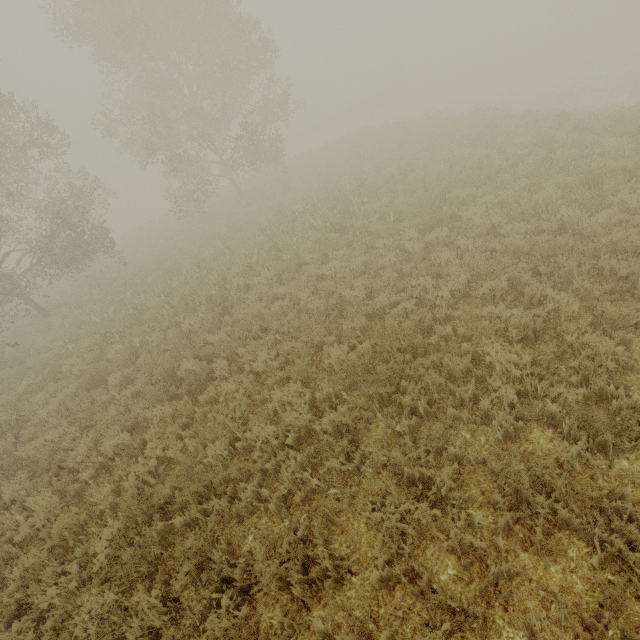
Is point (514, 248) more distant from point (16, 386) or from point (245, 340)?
point (16, 386)
